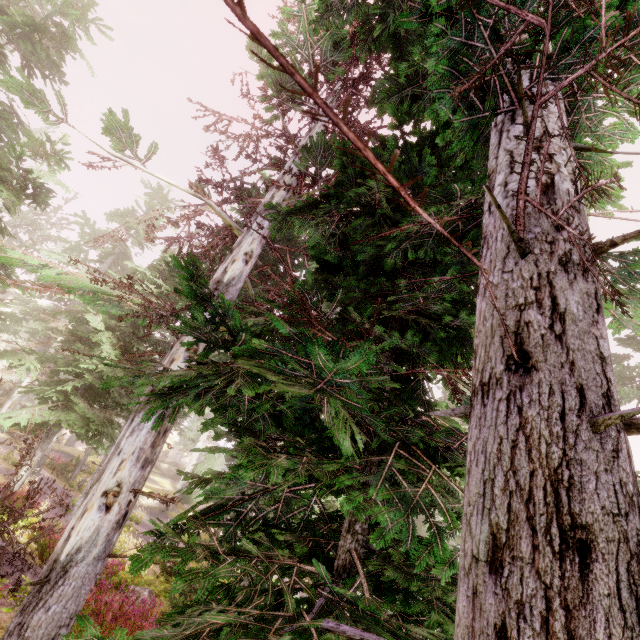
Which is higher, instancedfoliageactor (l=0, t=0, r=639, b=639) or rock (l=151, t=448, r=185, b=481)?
instancedfoliageactor (l=0, t=0, r=639, b=639)

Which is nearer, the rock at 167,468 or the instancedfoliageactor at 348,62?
the instancedfoliageactor at 348,62

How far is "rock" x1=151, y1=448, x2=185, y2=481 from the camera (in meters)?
46.47

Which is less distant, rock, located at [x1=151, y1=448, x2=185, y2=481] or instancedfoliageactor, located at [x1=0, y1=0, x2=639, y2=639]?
instancedfoliageactor, located at [x1=0, y1=0, x2=639, y2=639]

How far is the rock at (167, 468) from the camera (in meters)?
46.47

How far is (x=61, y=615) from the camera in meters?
4.2
